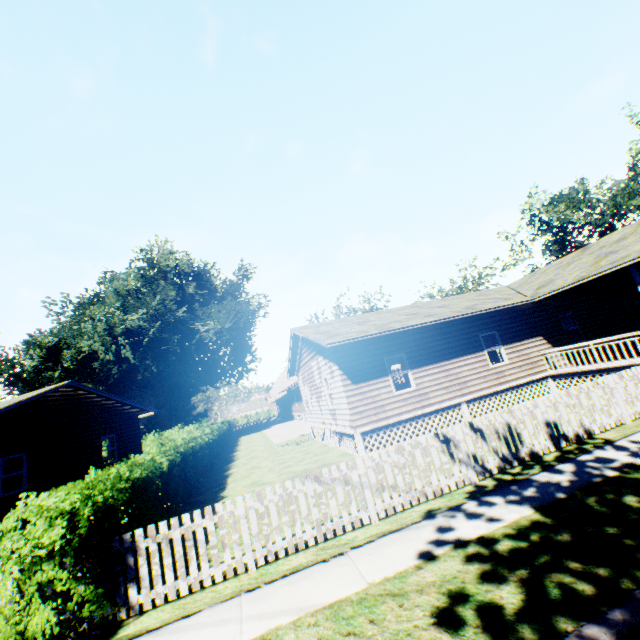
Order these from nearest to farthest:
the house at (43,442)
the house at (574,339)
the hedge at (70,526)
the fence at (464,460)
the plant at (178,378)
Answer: the hedge at (70,526) < the fence at (464,460) < the house at (574,339) < the house at (43,442) < the plant at (178,378)

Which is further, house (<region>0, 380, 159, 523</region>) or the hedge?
house (<region>0, 380, 159, 523</region>)

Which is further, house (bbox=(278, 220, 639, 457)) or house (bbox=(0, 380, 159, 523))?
house (bbox=(0, 380, 159, 523))

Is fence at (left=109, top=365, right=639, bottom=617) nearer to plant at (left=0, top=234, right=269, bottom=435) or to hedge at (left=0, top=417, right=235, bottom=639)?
hedge at (left=0, top=417, right=235, bottom=639)

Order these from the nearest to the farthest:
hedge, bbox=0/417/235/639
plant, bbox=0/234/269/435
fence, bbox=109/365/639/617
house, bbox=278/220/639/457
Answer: hedge, bbox=0/417/235/639 < fence, bbox=109/365/639/617 < house, bbox=278/220/639/457 < plant, bbox=0/234/269/435

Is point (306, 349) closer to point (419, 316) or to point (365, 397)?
point (365, 397)

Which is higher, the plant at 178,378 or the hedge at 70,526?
the plant at 178,378

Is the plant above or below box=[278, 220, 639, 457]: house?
above
